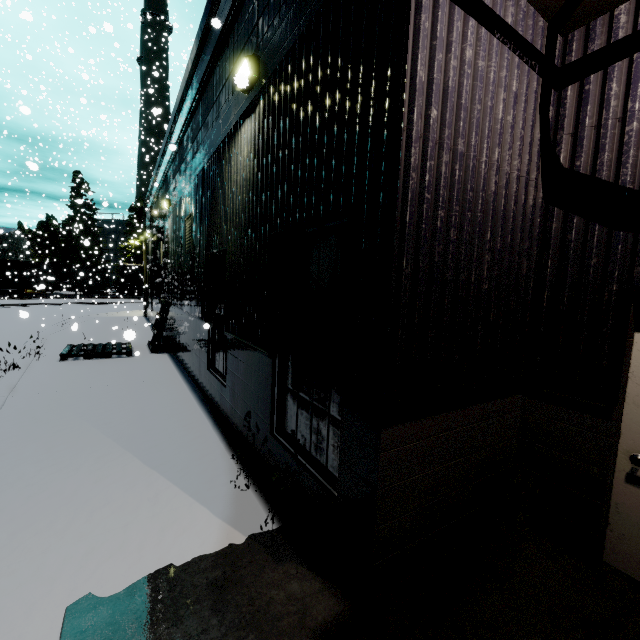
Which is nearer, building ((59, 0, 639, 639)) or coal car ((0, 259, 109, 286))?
building ((59, 0, 639, 639))

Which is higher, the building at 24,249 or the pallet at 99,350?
the building at 24,249

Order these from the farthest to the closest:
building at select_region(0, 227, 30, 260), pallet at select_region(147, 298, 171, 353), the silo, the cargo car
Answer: the silo → the cargo car → building at select_region(0, 227, 30, 260) → pallet at select_region(147, 298, 171, 353)

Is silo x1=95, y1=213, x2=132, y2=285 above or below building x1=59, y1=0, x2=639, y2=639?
above

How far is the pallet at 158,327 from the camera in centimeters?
1156cm

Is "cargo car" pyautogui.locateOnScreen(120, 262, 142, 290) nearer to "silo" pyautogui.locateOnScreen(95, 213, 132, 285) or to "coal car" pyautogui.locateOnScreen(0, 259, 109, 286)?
"coal car" pyautogui.locateOnScreen(0, 259, 109, 286)

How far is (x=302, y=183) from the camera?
3.3 meters

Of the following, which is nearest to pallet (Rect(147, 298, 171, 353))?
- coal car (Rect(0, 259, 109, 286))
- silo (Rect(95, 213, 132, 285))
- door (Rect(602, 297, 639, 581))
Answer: coal car (Rect(0, 259, 109, 286))
